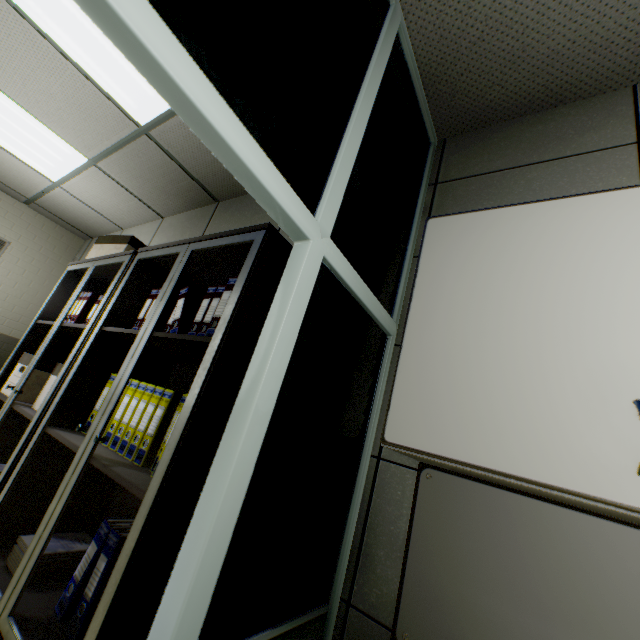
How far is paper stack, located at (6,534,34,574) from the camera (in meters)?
1.34

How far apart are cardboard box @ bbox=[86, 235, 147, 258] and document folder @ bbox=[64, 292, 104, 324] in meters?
0.3 m

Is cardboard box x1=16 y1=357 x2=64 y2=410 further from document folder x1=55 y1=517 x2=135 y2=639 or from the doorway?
the doorway

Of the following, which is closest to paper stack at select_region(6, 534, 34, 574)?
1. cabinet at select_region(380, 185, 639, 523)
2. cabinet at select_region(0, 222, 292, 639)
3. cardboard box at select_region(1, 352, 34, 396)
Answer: cabinet at select_region(0, 222, 292, 639)

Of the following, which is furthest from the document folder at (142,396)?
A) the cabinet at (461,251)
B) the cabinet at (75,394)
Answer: the cabinet at (461,251)

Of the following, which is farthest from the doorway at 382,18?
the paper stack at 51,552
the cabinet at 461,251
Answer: the paper stack at 51,552

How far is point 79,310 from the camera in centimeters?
250cm

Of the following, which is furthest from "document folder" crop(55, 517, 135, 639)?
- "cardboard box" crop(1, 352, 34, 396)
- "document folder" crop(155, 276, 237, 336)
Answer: "cardboard box" crop(1, 352, 34, 396)
